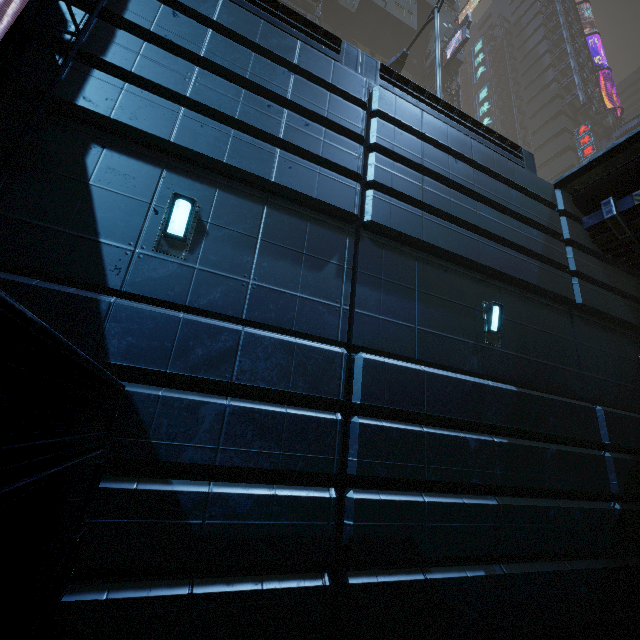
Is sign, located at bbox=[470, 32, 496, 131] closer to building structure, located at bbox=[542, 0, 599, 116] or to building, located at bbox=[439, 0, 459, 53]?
building, located at bbox=[439, 0, 459, 53]

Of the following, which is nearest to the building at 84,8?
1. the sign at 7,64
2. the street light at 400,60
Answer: the sign at 7,64

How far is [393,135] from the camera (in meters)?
6.63

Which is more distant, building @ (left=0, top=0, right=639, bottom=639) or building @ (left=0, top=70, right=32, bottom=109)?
building @ (left=0, top=70, right=32, bottom=109)

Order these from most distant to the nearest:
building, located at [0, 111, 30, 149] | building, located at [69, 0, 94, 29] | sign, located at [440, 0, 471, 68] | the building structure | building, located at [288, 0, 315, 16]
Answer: the building structure < sign, located at [440, 0, 471, 68] < building, located at [288, 0, 315, 16] < building, located at [69, 0, 94, 29] < building, located at [0, 111, 30, 149]

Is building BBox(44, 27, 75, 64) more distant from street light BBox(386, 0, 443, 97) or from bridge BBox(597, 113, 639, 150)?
street light BBox(386, 0, 443, 97)

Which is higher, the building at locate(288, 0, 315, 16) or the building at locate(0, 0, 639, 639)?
the building at locate(288, 0, 315, 16)

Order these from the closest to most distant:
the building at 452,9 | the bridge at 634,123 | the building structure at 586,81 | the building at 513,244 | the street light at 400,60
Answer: the building at 513,244, the street light at 400,60, the building at 452,9, the bridge at 634,123, the building structure at 586,81
